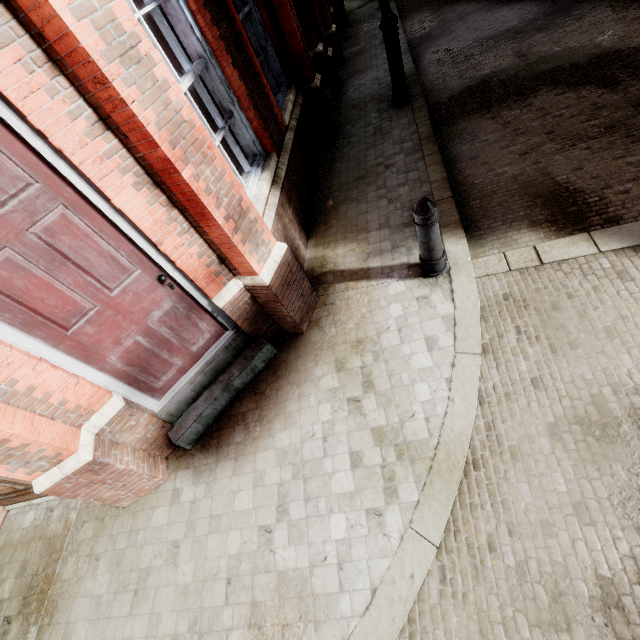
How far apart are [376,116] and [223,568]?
8.0m

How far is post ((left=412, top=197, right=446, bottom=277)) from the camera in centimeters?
312cm

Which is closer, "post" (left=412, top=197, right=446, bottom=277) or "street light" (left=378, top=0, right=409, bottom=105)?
"post" (left=412, top=197, right=446, bottom=277)

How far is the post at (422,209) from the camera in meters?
3.1 m

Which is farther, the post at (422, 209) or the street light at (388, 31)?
the street light at (388, 31)
